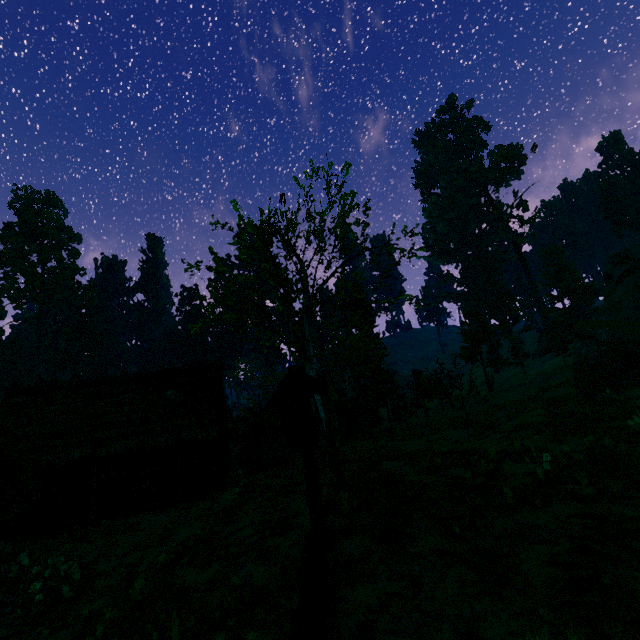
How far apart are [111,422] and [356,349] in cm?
2513

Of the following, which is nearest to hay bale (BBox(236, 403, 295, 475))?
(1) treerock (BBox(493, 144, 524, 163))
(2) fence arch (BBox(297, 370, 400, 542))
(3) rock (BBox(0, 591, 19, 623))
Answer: (1) treerock (BBox(493, 144, 524, 163))

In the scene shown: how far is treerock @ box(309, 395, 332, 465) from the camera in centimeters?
1680cm

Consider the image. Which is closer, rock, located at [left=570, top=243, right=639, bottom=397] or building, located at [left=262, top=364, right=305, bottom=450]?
rock, located at [left=570, top=243, right=639, bottom=397]

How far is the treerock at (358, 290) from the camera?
16.80m

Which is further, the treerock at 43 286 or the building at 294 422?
the treerock at 43 286

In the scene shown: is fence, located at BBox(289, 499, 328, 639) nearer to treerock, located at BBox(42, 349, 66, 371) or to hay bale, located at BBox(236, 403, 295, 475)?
treerock, located at BBox(42, 349, 66, 371)
